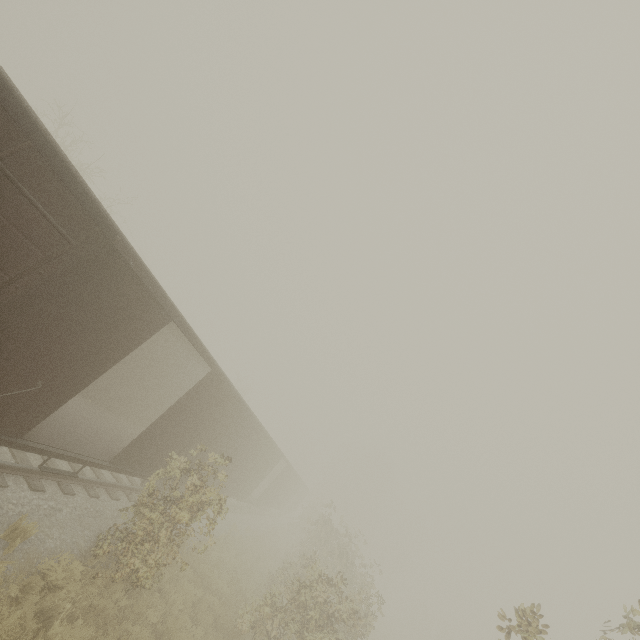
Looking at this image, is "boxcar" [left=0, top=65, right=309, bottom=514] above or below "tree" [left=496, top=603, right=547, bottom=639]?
below

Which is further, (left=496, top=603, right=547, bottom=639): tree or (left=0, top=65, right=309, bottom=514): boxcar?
(left=496, top=603, right=547, bottom=639): tree

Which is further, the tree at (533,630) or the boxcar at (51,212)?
the tree at (533,630)

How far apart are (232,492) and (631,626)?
16.80m

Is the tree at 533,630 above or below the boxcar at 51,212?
above
